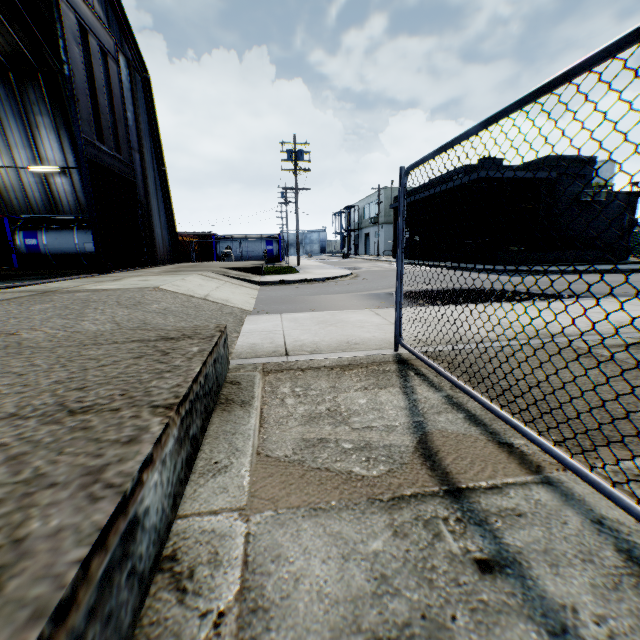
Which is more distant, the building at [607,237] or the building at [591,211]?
the building at [607,237]

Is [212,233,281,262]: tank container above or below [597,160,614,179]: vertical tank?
below

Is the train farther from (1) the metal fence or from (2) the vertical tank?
(2) the vertical tank

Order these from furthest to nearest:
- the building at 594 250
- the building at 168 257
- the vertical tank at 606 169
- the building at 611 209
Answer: the vertical tank at 606 169
the building at 611 209
the building at 594 250
the building at 168 257

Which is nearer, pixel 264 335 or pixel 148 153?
pixel 264 335

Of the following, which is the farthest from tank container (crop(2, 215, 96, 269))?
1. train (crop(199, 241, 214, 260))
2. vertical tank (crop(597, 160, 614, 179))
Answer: vertical tank (crop(597, 160, 614, 179))

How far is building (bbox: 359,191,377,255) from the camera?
51.8m

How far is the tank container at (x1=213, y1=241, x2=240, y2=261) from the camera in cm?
3284
